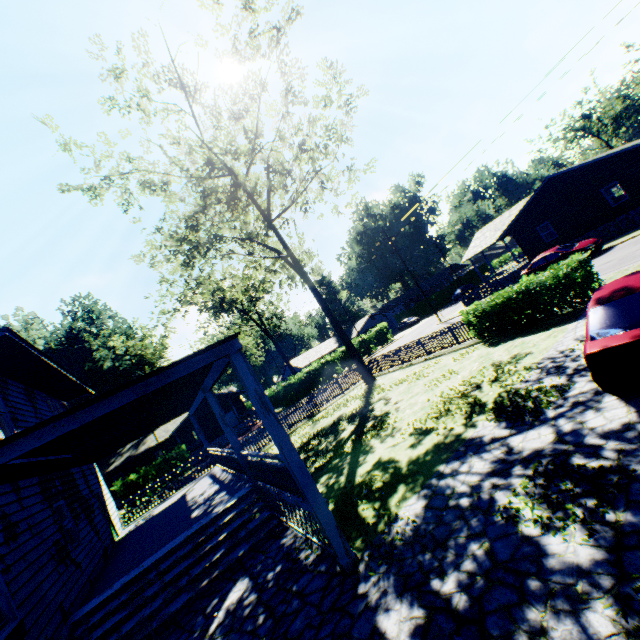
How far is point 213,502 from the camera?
10.5m

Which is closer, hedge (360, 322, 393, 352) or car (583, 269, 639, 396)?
car (583, 269, 639, 396)

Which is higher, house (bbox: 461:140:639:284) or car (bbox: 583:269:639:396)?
house (bbox: 461:140:639:284)

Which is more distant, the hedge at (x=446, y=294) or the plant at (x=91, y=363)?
the hedge at (x=446, y=294)

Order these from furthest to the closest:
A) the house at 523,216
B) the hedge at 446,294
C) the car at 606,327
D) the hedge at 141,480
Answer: the hedge at 446,294
the hedge at 141,480
the house at 523,216
the car at 606,327

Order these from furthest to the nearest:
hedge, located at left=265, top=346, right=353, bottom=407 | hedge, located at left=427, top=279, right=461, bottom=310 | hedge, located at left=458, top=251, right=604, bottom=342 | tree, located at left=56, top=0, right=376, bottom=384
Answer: hedge, located at left=427, top=279, right=461, bottom=310
hedge, located at left=265, top=346, right=353, bottom=407
tree, located at left=56, top=0, right=376, bottom=384
hedge, located at left=458, top=251, right=604, bottom=342

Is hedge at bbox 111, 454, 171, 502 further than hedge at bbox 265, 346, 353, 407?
No

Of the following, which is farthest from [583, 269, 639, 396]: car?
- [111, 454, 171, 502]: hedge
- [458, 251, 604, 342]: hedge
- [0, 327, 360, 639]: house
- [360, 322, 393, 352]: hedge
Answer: [111, 454, 171, 502]: hedge
